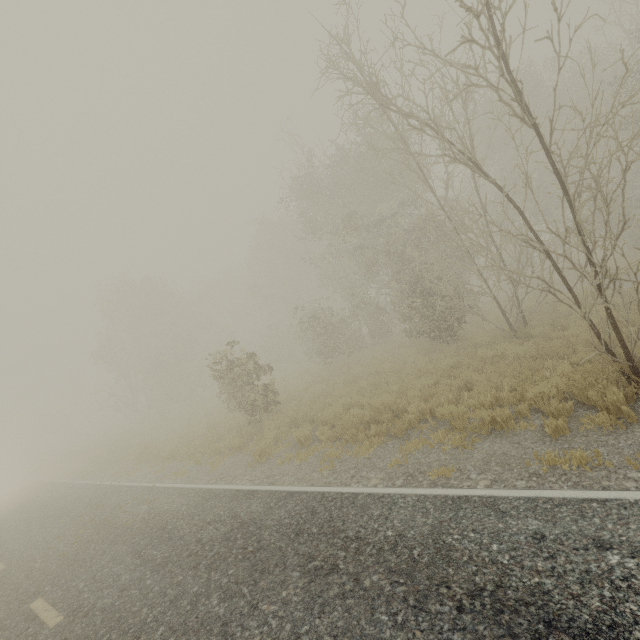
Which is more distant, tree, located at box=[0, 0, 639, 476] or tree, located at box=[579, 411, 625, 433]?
tree, located at box=[0, 0, 639, 476]

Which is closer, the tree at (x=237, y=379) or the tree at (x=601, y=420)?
the tree at (x=601, y=420)

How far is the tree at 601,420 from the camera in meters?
5.1 m

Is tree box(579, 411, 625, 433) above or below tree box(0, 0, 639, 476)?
below

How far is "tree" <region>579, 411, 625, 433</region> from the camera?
5.1 meters

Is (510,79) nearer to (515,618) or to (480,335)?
(515,618)
